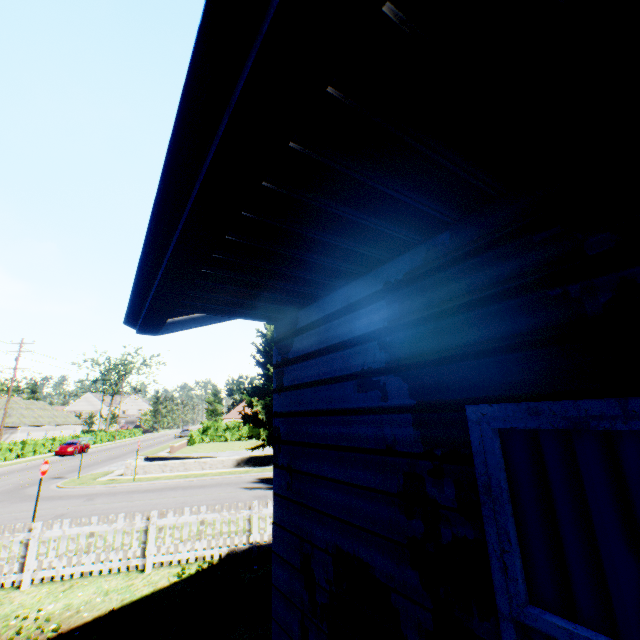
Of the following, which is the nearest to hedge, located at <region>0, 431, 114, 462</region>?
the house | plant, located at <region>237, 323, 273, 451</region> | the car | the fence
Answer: plant, located at <region>237, 323, 273, 451</region>

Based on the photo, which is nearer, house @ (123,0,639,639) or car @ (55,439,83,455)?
house @ (123,0,639,639)

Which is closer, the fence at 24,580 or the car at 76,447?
the fence at 24,580

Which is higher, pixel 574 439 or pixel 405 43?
pixel 405 43

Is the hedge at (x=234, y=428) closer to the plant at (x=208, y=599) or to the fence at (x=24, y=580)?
the plant at (x=208, y=599)

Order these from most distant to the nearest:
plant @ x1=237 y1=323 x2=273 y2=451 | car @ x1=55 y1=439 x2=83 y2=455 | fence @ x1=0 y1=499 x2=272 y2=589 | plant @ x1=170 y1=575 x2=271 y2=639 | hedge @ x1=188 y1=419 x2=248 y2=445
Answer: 1. hedge @ x1=188 y1=419 x2=248 y2=445
2. car @ x1=55 y1=439 x2=83 y2=455
3. plant @ x1=237 y1=323 x2=273 y2=451
4. fence @ x1=0 y1=499 x2=272 y2=589
5. plant @ x1=170 y1=575 x2=271 y2=639

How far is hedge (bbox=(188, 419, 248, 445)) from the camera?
44.3 meters

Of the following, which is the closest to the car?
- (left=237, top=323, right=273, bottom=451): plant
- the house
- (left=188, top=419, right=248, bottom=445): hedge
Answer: (left=188, top=419, right=248, bottom=445): hedge
